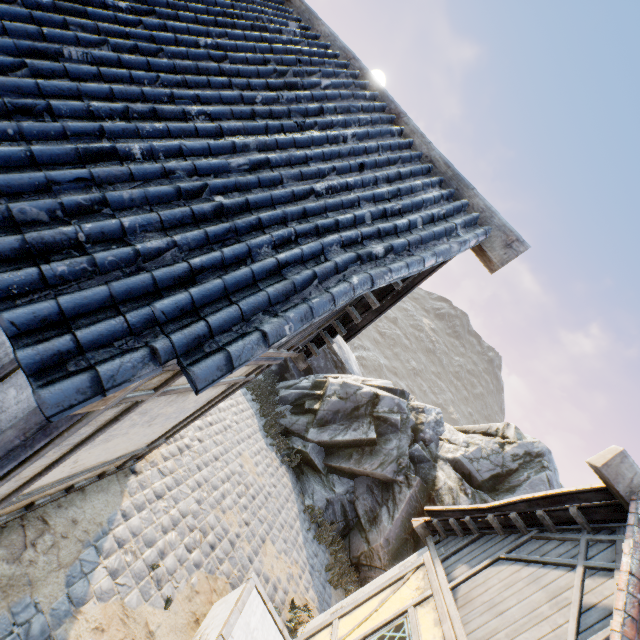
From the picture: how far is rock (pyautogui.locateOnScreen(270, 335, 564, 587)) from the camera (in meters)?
9.55

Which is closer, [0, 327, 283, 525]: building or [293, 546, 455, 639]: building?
[0, 327, 283, 525]: building

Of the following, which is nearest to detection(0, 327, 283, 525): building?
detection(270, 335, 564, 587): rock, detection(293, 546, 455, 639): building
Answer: detection(270, 335, 564, 587): rock

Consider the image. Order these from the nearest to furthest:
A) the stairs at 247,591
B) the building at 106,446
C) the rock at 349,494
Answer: the building at 106,446 < the stairs at 247,591 < the rock at 349,494

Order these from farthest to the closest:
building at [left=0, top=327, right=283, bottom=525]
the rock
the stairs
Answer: the rock
the stairs
building at [left=0, top=327, right=283, bottom=525]

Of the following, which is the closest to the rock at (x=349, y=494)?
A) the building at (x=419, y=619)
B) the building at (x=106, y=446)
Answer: the building at (x=106, y=446)

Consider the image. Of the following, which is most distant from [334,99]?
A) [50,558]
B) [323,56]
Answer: [50,558]

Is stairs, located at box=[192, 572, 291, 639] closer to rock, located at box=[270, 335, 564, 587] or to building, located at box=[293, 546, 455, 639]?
building, located at box=[293, 546, 455, 639]
